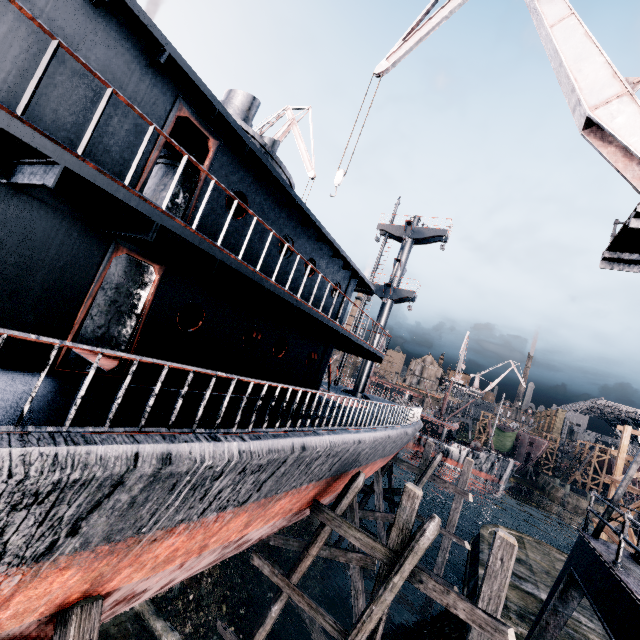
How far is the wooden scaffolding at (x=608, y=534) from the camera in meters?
18.5 m

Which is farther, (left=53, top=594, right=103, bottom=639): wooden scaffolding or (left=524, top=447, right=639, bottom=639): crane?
(left=524, top=447, right=639, bottom=639): crane

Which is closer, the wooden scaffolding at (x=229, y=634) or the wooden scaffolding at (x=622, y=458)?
the wooden scaffolding at (x=229, y=634)

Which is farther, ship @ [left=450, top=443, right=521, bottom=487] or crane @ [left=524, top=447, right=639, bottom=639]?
ship @ [left=450, top=443, right=521, bottom=487]

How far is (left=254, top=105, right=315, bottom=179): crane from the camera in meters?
24.7

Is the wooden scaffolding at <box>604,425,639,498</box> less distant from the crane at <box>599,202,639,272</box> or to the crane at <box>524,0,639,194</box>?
the crane at <box>599,202,639,272</box>

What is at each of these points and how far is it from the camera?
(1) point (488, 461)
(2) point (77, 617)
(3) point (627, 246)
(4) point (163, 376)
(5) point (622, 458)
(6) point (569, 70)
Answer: (1) ship, 58.9m
(2) wooden scaffolding, 5.3m
(3) crane, 10.2m
(4) ship, 4.7m
(5) wooden scaffolding, 22.2m
(6) crane, 10.3m

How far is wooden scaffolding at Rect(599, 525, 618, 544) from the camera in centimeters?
1850cm
